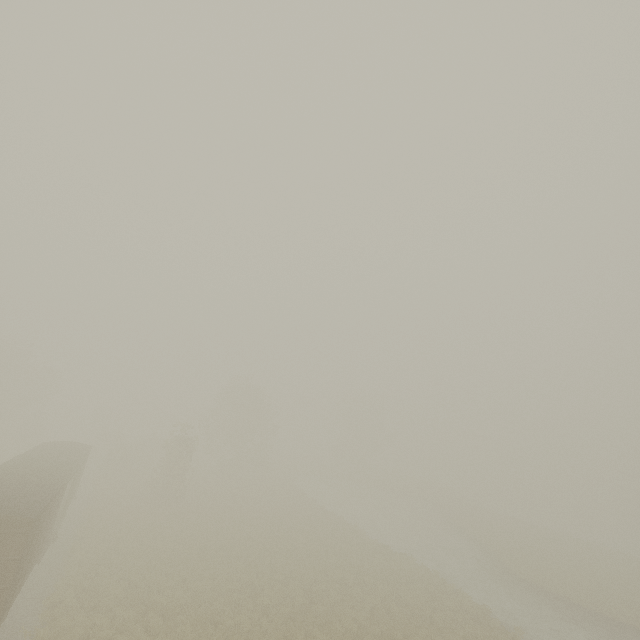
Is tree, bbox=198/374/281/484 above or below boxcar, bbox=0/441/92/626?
above

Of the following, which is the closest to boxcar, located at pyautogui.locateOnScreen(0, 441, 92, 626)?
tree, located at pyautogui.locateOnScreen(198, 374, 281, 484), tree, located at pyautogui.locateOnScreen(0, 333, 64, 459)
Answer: tree, located at pyautogui.locateOnScreen(0, 333, 64, 459)

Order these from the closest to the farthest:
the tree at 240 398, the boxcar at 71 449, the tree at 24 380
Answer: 1. the boxcar at 71 449
2. the tree at 24 380
3. the tree at 240 398

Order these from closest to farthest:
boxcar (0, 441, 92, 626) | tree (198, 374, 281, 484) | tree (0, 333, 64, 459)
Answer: boxcar (0, 441, 92, 626)
tree (0, 333, 64, 459)
tree (198, 374, 281, 484)

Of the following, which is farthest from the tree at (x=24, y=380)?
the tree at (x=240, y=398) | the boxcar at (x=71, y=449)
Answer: the boxcar at (x=71, y=449)

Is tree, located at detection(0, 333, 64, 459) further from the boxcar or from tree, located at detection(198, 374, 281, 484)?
the boxcar

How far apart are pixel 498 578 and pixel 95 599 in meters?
29.2 m
